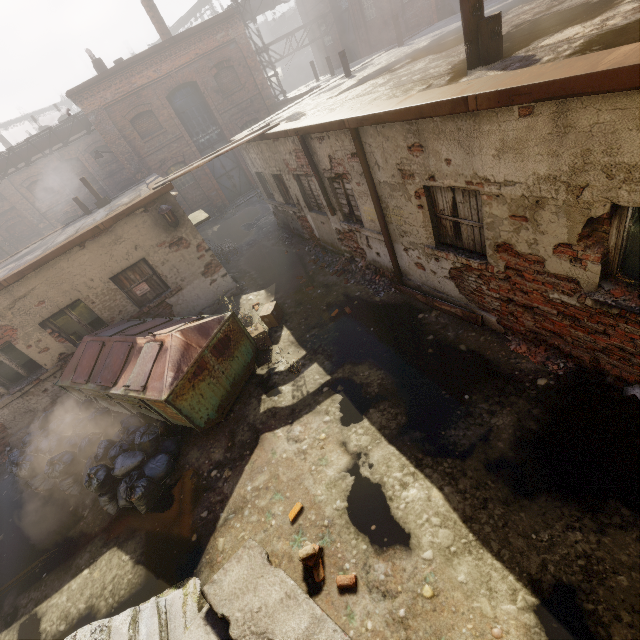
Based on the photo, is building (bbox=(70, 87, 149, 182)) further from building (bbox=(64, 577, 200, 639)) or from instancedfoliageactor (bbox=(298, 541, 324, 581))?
instancedfoliageactor (bbox=(298, 541, 324, 581))

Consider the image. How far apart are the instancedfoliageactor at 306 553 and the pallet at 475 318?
4.3m

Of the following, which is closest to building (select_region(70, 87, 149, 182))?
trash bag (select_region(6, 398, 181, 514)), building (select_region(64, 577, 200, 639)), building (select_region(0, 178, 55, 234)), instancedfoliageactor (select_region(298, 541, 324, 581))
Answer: building (select_region(0, 178, 55, 234))

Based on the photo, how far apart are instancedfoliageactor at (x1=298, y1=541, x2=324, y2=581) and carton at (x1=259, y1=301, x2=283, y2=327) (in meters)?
5.13

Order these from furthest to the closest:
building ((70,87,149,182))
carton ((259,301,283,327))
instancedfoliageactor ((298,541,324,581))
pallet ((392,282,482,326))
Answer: building ((70,87,149,182)), carton ((259,301,283,327)), pallet ((392,282,482,326)), instancedfoliageactor ((298,541,324,581))

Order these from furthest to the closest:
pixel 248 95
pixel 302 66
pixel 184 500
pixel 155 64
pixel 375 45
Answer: pixel 302 66
pixel 375 45
pixel 248 95
pixel 155 64
pixel 184 500

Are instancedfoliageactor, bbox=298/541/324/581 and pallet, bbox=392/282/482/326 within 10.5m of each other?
yes

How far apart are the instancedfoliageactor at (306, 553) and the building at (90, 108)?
19.04m
